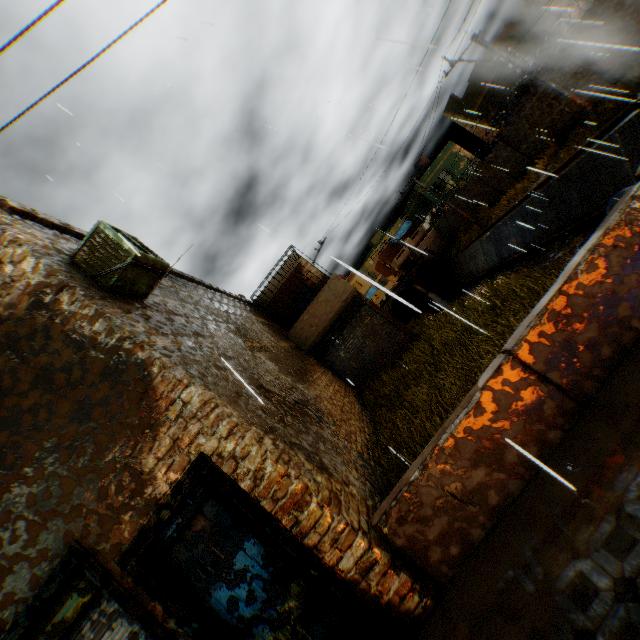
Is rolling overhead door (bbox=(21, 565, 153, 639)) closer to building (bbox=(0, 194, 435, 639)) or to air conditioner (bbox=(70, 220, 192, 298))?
building (bbox=(0, 194, 435, 639))

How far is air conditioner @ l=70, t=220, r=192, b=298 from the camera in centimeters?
452cm

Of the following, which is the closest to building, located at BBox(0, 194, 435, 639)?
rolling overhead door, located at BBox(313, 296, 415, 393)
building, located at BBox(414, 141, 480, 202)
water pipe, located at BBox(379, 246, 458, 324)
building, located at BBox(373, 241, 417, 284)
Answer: rolling overhead door, located at BBox(313, 296, 415, 393)

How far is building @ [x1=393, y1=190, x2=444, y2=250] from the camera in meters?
36.9

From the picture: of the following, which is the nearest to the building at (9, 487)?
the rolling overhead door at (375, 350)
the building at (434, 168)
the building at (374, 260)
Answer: the rolling overhead door at (375, 350)

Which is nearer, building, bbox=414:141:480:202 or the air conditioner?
the air conditioner

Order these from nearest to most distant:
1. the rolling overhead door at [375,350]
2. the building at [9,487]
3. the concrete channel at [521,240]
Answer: the building at [9,487] → the concrete channel at [521,240] → the rolling overhead door at [375,350]

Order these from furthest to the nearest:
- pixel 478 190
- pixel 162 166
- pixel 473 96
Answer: pixel 478 190, pixel 473 96, pixel 162 166
